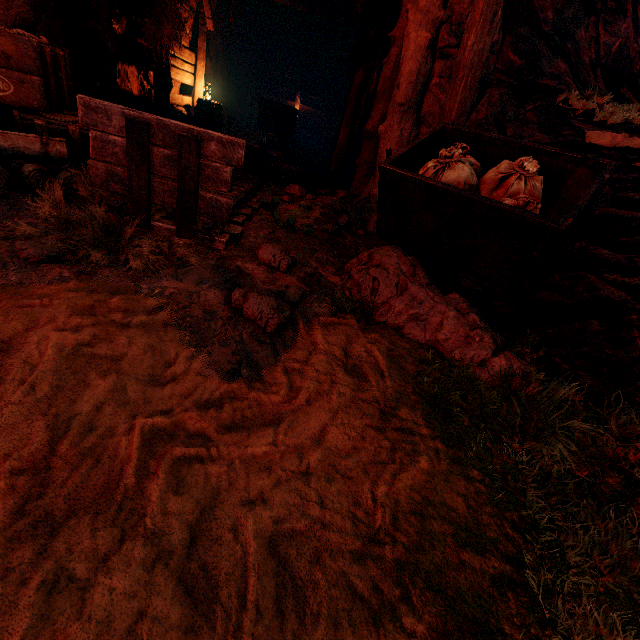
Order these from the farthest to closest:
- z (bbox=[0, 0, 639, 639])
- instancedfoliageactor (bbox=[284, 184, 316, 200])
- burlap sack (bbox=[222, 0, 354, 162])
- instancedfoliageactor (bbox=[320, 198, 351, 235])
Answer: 1. burlap sack (bbox=[222, 0, 354, 162])
2. instancedfoliageactor (bbox=[284, 184, 316, 200])
3. instancedfoliageactor (bbox=[320, 198, 351, 235])
4. z (bbox=[0, 0, 639, 639])

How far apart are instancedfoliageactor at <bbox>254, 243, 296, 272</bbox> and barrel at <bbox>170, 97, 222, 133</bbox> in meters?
7.0 m

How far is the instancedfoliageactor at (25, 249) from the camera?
2.16m

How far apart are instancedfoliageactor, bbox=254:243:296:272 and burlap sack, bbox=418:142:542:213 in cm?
112

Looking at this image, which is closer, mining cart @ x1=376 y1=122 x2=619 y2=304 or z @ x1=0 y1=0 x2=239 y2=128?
mining cart @ x1=376 y1=122 x2=619 y2=304

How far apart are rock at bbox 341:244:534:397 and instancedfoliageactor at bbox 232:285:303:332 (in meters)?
0.34

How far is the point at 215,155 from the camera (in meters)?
2.44

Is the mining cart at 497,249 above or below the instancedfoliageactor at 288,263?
above
